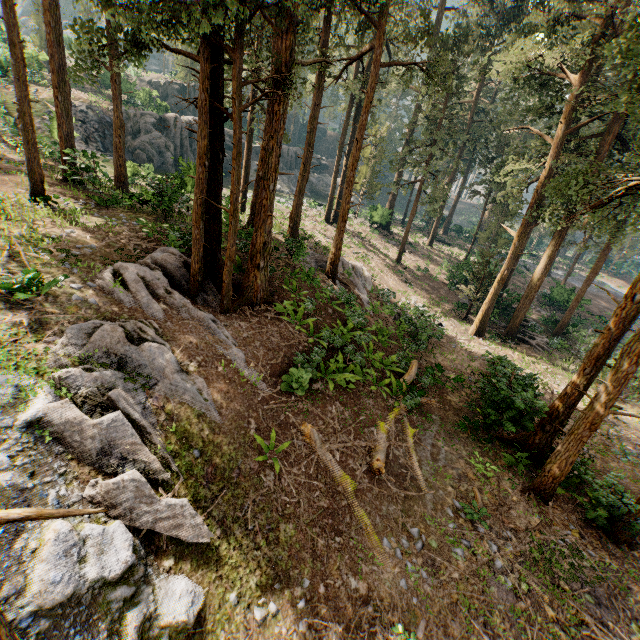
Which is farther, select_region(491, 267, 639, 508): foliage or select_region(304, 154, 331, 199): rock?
select_region(304, 154, 331, 199): rock

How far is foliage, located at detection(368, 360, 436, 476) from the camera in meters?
10.2

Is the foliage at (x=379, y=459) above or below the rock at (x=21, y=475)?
below

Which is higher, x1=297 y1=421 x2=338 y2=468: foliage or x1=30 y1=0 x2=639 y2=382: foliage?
x1=30 y1=0 x2=639 y2=382: foliage

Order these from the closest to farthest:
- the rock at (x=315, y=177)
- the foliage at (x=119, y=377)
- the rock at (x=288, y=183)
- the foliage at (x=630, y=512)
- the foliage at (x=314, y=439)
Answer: the foliage at (x=119, y=377), the foliage at (x=314, y=439), the foliage at (x=630, y=512), the rock at (x=288, y=183), the rock at (x=315, y=177)

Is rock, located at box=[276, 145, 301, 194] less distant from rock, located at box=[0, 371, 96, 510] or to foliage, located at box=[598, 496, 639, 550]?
foliage, located at box=[598, 496, 639, 550]

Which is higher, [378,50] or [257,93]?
[378,50]

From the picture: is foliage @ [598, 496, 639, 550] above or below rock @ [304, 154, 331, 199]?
below
